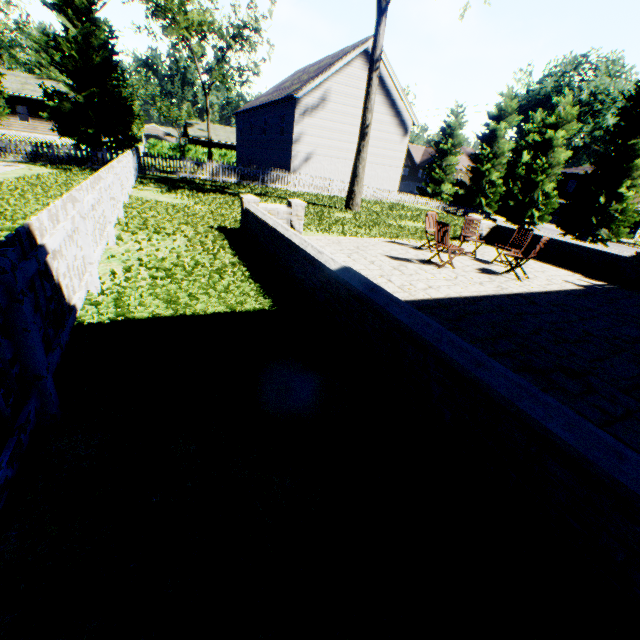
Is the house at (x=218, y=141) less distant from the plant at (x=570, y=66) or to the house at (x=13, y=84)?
the house at (x=13, y=84)

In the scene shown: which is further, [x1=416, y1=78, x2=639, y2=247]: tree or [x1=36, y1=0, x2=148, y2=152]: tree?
[x1=416, y1=78, x2=639, y2=247]: tree

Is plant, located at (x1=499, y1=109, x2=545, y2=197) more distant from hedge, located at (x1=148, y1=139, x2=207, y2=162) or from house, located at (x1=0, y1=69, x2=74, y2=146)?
house, located at (x1=0, y1=69, x2=74, y2=146)

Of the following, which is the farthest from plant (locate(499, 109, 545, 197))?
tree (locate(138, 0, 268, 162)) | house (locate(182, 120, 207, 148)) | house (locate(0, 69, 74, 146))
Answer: house (locate(0, 69, 74, 146))

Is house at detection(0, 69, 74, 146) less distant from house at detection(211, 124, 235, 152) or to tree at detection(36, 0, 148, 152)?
tree at detection(36, 0, 148, 152)

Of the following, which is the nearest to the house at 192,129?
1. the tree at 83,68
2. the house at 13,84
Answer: the tree at 83,68

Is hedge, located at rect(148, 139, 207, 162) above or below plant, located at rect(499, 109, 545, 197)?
below

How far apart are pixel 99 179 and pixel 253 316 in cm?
442
